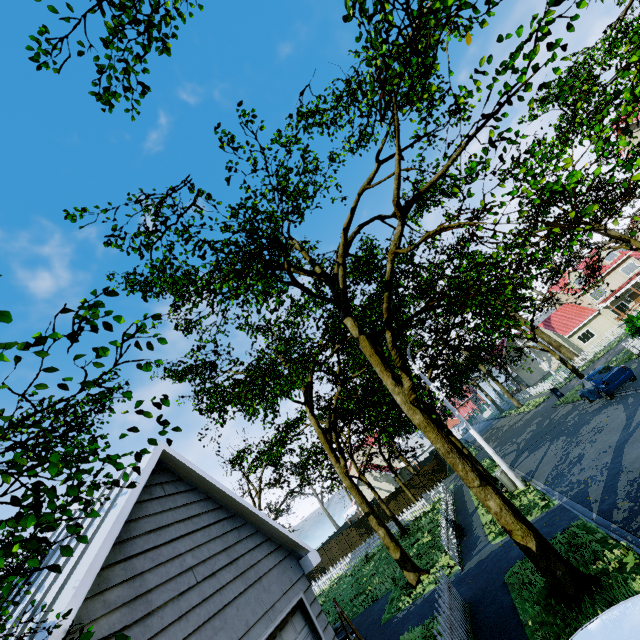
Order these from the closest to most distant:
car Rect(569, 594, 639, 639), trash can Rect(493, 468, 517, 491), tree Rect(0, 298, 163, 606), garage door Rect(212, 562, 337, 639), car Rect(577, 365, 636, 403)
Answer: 1. tree Rect(0, 298, 163, 606)
2. car Rect(569, 594, 639, 639)
3. garage door Rect(212, 562, 337, 639)
4. trash can Rect(493, 468, 517, 491)
5. car Rect(577, 365, 636, 403)

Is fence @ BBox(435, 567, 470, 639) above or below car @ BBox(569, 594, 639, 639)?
below

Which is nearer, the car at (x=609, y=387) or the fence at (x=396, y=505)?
the fence at (x=396, y=505)

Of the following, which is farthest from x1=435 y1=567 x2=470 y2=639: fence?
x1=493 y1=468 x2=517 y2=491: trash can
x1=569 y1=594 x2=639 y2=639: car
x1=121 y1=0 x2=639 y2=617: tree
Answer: x1=493 y1=468 x2=517 y2=491: trash can

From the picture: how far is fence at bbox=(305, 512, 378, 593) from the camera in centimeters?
2659cm

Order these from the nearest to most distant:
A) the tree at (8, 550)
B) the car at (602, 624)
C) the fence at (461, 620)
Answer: the tree at (8, 550), the car at (602, 624), the fence at (461, 620)

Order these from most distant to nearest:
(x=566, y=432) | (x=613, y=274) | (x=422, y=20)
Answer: (x=613, y=274) < (x=566, y=432) < (x=422, y=20)

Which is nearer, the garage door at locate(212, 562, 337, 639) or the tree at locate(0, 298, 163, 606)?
the tree at locate(0, 298, 163, 606)
